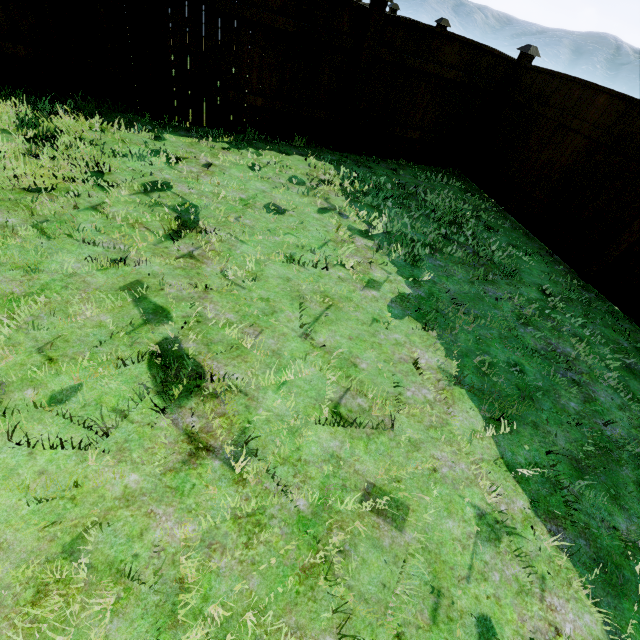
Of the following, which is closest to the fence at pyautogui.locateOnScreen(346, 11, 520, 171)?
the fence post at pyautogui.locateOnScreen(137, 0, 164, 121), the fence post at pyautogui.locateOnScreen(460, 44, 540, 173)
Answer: the fence post at pyautogui.locateOnScreen(460, 44, 540, 173)

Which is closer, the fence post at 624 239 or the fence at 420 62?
the fence post at 624 239

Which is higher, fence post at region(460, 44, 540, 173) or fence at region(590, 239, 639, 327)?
fence post at region(460, 44, 540, 173)

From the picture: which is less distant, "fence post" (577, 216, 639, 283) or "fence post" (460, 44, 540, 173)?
"fence post" (577, 216, 639, 283)

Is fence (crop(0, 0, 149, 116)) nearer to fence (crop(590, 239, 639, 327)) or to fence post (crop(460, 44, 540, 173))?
fence post (crop(460, 44, 540, 173))

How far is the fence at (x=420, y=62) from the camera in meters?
5.2 m

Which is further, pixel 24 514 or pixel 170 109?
pixel 170 109

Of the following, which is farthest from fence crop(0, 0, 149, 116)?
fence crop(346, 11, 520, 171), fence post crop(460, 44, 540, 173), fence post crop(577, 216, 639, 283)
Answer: fence post crop(577, 216, 639, 283)
